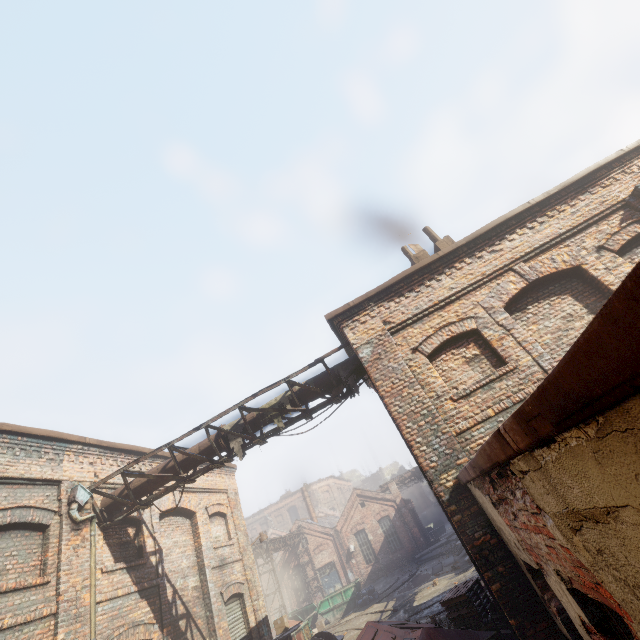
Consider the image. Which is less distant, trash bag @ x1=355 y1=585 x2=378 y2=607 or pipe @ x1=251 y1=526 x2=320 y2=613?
trash bag @ x1=355 y1=585 x2=378 y2=607

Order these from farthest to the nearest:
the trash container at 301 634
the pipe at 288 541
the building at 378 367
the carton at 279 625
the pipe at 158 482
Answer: the pipe at 288 541, the trash container at 301 634, the carton at 279 625, the pipe at 158 482, the building at 378 367

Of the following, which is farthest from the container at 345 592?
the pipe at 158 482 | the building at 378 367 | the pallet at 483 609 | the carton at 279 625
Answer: the building at 378 367

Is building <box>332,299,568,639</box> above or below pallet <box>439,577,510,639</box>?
above

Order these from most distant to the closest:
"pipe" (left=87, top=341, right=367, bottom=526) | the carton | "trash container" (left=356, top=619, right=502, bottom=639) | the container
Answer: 1. the container
2. the carton
3. "pipe" (left=87, top=341, right=367, bottom=526)
4. "trash container" (left=356, top=619, right=502, bottom=639)

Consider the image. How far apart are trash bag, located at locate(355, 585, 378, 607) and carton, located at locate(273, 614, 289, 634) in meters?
11.0

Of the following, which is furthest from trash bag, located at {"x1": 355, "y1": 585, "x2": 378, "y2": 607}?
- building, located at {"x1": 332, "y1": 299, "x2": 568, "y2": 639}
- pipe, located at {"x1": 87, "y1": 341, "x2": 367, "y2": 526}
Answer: building, located at {"x1": 332, "y1": 299, "x2": 568, "y2": 639}

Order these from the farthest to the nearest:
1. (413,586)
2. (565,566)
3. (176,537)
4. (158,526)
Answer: (413,586), (176,537), (158,526), (565,566)
